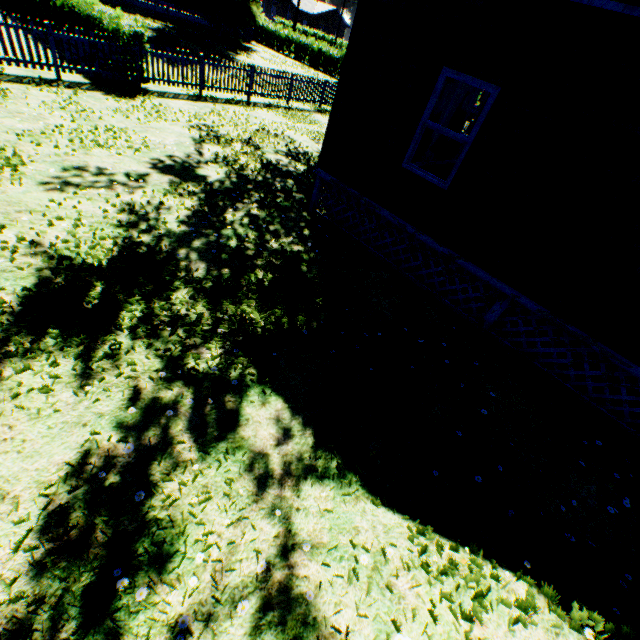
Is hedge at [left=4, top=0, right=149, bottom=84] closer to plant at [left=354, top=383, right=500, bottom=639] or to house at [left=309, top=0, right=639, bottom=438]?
plant at [left=354, top=383, right=500, bottom=639]

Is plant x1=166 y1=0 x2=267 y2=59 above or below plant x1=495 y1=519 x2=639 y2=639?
above

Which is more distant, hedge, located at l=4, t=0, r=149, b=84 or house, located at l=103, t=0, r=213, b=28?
house, located at l=103, t=0, r=213, b=28

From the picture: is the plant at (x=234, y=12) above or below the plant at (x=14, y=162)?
above

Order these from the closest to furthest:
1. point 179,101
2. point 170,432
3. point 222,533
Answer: point 222,533, point 170,432, point 179,101

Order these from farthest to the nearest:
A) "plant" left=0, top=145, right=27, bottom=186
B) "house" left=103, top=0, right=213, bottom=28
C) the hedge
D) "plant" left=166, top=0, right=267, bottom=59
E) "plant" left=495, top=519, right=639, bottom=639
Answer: "house" left=103, top=0, right=213, bottom=28
"plant" left=166, top=0, right=267, bottom=59
the hedge
"plant" left=0, top=145, right=27, bottom=186
"plant" left=495, top=519, right=639, bottom=639

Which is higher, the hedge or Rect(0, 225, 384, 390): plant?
the hedge

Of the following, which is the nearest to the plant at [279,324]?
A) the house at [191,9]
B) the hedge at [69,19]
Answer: the house at [191,9]
